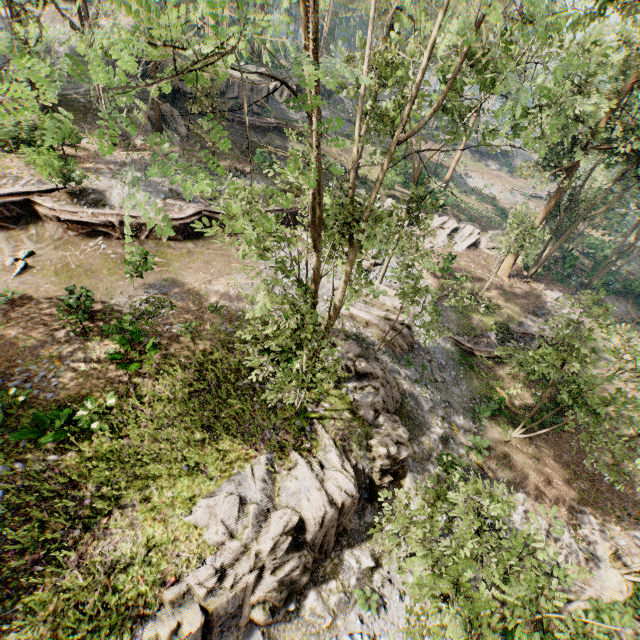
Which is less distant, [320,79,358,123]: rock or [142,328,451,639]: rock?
[142,328,451,639]: rock

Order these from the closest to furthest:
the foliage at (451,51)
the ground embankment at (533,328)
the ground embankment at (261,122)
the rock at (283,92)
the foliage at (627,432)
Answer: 1. the foliage at (451,51)
2. the foliage at (627,432)
3. the ground embankment at (533,328)
4. the ground embankment at (261,122)
5. the rock at (283,92)

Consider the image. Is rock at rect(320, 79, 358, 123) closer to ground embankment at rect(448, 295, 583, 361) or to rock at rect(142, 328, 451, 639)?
rock at rect(142, 328, 451, 639)

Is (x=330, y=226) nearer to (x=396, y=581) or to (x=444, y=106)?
(x=444, y=106)

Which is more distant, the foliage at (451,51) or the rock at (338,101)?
the rock at (338,101)

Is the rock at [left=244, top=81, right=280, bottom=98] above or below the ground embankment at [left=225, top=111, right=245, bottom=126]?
above

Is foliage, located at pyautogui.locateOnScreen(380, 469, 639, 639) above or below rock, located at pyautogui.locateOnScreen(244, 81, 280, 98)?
below

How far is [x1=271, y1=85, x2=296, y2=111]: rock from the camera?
35.1m
